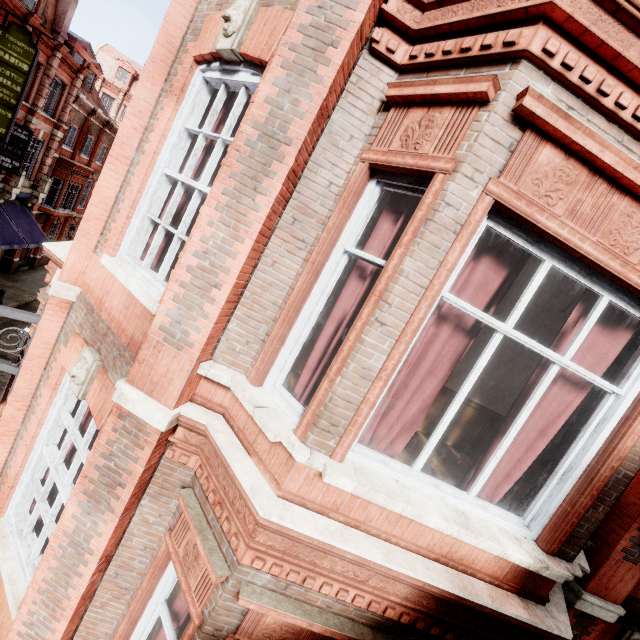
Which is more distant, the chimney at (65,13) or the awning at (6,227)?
the chimney at (65,13)

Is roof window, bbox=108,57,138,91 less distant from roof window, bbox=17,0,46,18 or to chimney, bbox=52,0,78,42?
chimney, bbox=52,0,78,42

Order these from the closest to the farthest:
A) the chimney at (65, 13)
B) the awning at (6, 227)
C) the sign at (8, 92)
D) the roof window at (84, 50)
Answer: the sign at (8, 92) → the awning at (6, 227) → the chimney at (65, 13) → the roof window at (84, 50)

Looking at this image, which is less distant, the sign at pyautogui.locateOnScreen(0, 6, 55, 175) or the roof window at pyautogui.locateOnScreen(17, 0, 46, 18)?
the sign at pyautogui.locateOnScreen(0, 6, 55, 175)

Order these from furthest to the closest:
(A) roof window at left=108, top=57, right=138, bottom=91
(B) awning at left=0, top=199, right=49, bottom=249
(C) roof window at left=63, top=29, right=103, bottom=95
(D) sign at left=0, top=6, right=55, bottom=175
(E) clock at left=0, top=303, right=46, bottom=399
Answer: (A) roof window at left=108, top=57, right=138, bottom=91 → (C) roof window at left=63, top=29, right=103, bottom=95 → (B) awning at left=0, top=199, right=49, bottom=249 → (D) sign at left=0, top=6, right=55, bottom=175 → (E) clock at left=0, top=303, right=46, bottom=399

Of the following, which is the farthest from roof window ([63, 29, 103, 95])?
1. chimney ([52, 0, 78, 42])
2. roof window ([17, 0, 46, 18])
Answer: roof window ([17, 0, 46, 18])

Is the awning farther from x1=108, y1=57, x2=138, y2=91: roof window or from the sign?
x1=108, y1=57, x2=138, y2=91: roof window

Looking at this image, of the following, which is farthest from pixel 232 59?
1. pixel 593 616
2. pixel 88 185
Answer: pixel 88 185
